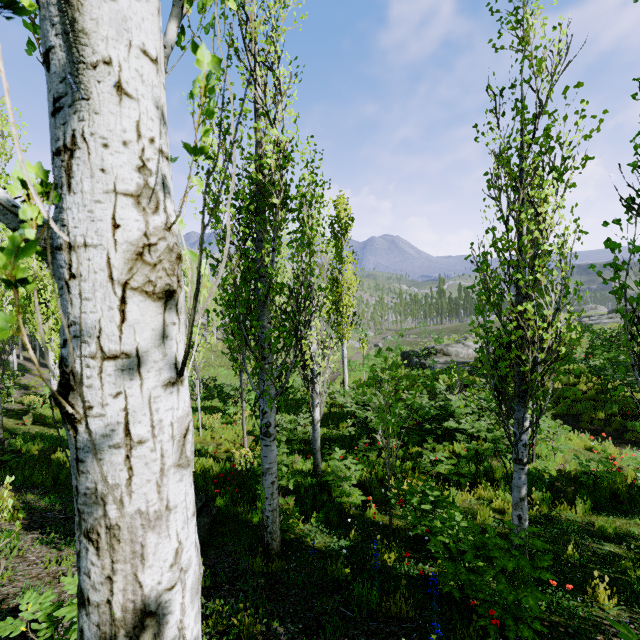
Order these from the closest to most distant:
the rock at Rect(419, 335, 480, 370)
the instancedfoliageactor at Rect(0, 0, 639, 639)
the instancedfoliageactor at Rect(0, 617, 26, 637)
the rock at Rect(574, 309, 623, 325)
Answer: the instancedfoliageactor at Rect(0, 0, 639, 639) → the instancedfoliageactor at Rect(0, 617, 26, 637) → the rock at Rect(419, 335, 480, 370) → the rock at Rect(574, 309, 623, 325)

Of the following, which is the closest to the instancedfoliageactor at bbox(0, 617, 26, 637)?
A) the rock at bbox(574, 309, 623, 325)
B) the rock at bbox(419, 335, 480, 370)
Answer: the rock at bbox(574, 309, 623, 325)

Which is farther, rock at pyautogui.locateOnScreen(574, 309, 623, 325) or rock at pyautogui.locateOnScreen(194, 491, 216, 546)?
rock at pyautogui.locateOnScreen(574, 309, 623, 325)

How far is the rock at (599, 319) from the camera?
31.5m

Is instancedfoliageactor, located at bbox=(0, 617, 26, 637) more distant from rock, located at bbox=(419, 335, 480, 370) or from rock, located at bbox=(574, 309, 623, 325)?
rock, located at bbox=(419, 335, 480, 370)

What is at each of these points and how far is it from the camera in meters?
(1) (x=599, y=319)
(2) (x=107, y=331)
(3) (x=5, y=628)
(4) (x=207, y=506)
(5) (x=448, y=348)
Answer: (1) rock, 33.3 m
(2) instancedfoliageactor, 0.7 m
(3) instancedfoliageactor, 1.9 m
(4) rock, 5.4 m
(5) rock, 25.6 m

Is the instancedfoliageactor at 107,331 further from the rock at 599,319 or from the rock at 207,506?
the rock at 207,506
